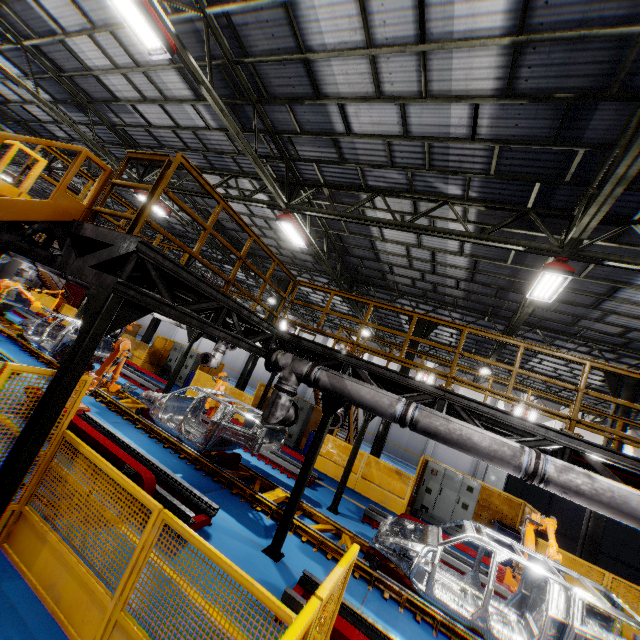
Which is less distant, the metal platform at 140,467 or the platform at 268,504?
the metal platform at 140,467

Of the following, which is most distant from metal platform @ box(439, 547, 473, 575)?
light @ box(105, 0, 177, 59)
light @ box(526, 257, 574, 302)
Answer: light @ box(105, 0, 177, 59)

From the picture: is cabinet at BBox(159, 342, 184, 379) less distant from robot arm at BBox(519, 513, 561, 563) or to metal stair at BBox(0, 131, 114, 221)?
metal stair at BBox(0, 131, 114, 221)

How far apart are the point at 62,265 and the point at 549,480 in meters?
7.7 m

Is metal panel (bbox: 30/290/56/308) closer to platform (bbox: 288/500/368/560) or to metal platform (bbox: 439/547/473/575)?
metal platform (bbox: 439/547/473/575)

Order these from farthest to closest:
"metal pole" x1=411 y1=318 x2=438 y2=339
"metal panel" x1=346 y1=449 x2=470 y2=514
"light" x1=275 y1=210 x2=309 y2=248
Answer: "metal pole" x1=411 y1=318 x2=438 y2=339 → "metal panel" x1=346 y1=449 x2=470 y2=514 → "light" x1=275 y1=210 x2=309 y2=248

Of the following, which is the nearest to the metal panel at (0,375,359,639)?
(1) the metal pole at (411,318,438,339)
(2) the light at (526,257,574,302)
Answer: (1) the metal pole at (411,318,438,339)

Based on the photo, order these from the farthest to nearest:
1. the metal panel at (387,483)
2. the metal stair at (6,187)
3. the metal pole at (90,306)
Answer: the metal panel at (387,483)
the metal stair at (6,187)
the metal pole at (90,306)
